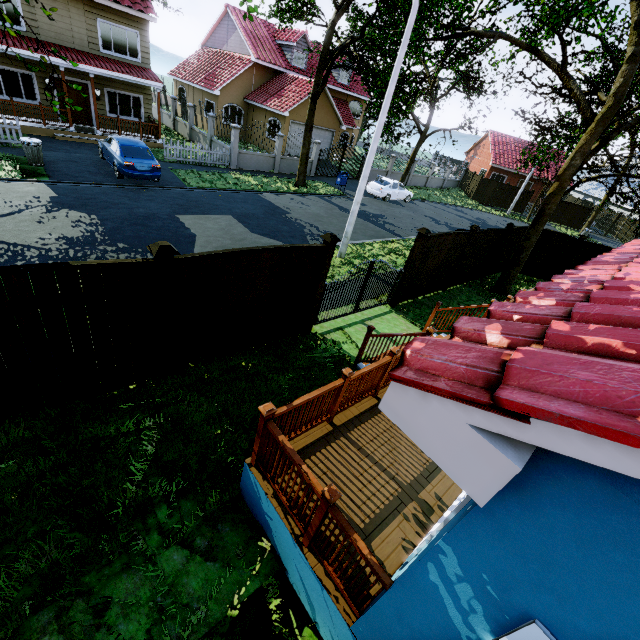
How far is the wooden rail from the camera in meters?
2.9 m

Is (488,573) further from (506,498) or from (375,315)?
(375,315)

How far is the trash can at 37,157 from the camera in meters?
12.6

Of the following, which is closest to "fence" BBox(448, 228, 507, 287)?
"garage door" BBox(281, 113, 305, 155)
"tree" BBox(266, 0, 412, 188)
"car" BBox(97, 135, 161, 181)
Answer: "tree" BBox(266, 0, 412, 188)

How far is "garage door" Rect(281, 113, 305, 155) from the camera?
26.0 meters

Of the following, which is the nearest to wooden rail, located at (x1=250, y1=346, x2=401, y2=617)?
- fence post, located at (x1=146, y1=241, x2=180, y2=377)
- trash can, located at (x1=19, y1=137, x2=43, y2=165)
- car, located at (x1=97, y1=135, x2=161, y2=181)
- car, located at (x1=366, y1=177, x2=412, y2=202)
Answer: fence post, located at (x1=146, y1=241, x2=180, y2=377)

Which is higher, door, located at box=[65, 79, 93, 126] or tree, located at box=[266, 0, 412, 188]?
tree, located at box=[266, 0, 412, 188]

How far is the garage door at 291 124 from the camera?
26.0m
